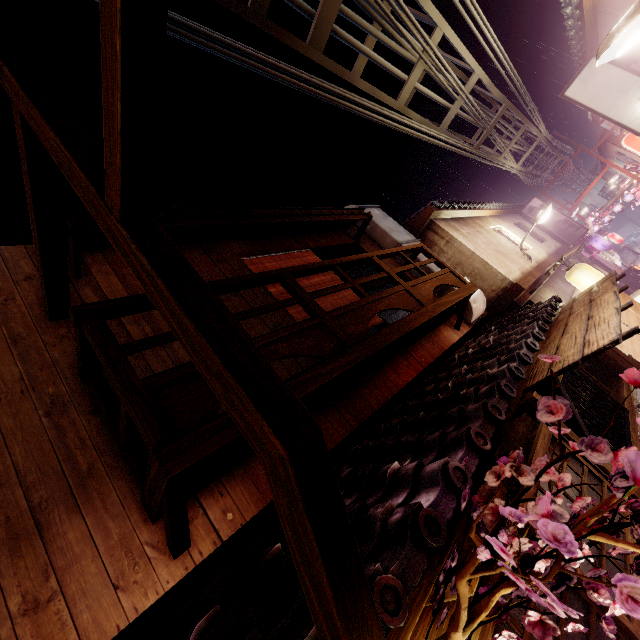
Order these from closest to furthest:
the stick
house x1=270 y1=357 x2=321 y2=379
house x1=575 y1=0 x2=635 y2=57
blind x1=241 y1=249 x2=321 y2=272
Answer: the stick, house x1=270 y1=357 x2=321 y2=379, blind x1=241 y1=249 x2=321 y2=272, house x1=575 y1=0 x2=635 y2=57

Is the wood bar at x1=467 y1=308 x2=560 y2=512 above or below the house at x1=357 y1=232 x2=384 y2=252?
below

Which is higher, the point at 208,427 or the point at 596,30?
the point at 596,30

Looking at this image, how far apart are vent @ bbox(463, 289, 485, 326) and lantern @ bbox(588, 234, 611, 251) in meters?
28.2 m

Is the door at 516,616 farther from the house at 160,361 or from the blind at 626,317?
the blind at 626,317

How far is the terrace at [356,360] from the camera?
6.1 meters

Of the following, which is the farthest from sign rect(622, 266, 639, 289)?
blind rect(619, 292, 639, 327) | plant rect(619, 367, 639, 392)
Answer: plant rect(619, 367, 639, 392)

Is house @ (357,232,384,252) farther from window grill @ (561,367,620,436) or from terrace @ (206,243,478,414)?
window grill @ (561,367,620,436)
